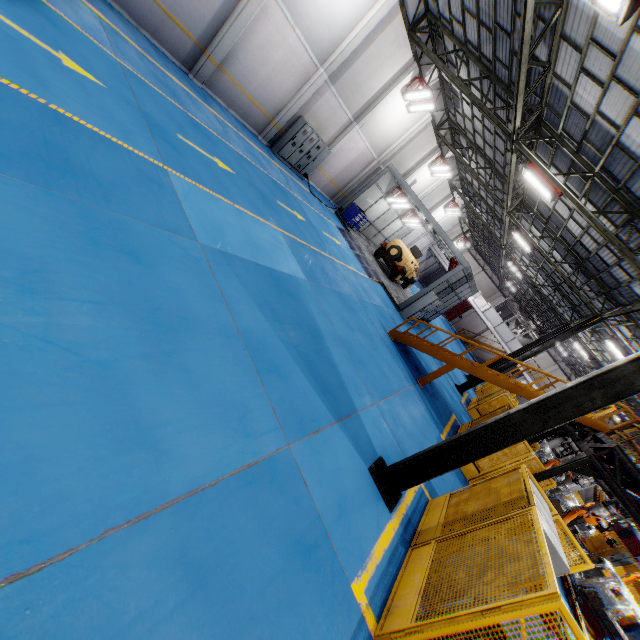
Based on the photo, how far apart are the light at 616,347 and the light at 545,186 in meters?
9.1 m

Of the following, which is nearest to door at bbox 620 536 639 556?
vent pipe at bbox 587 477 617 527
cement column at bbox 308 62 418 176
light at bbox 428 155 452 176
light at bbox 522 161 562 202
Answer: vent pipe at bbox 587 477 617 527

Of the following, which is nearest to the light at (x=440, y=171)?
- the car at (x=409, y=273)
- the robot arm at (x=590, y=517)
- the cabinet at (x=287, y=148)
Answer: the car at (x=409, y=273)

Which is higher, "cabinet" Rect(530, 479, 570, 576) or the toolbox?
"cabinet" Rect(530, 479, 570, 576)

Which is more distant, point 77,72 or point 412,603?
point 77,72

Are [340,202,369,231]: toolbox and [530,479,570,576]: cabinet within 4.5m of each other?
no

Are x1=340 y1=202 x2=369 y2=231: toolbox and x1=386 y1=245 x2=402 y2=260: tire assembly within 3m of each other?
yes

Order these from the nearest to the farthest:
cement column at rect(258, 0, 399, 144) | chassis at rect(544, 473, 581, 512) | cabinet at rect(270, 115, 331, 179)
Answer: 1. cement column at rect(258, 0, 399, 144)
2. cabinet at rect(270, 115, 331, 179)
3. chassis at rect(544, 473, 581, 512)
